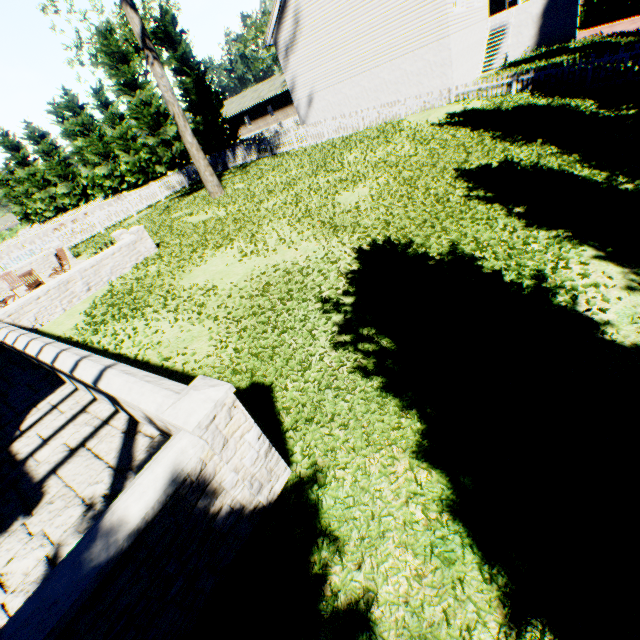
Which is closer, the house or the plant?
the plant

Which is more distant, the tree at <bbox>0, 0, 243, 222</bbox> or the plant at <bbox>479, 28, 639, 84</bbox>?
the tree at <bbox>0, 0, 243, 222</bbox>

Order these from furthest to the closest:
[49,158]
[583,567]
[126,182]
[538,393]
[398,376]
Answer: [49,158] < [126,182] < [398,376] < [538,393] < [583,567]

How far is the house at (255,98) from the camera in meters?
45.6 m

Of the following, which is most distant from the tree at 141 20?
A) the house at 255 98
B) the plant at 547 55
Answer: the plant at 547 55

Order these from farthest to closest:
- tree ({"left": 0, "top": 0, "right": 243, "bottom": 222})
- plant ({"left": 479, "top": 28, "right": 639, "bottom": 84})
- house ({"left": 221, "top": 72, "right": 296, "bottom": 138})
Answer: house ({"left": 221, "top": 72, "right": 296, "bottom": 138}) → tree ({"left": 0, "top": 0, "right": 243, "bottom": 222}) → plant ({"left": 479, "top": 28, "right": 639, "bottom": 84})

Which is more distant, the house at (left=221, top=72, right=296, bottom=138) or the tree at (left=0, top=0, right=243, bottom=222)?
the house at (left=221, top=72, right=296, bottom=138)

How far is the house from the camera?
45.6 meters
